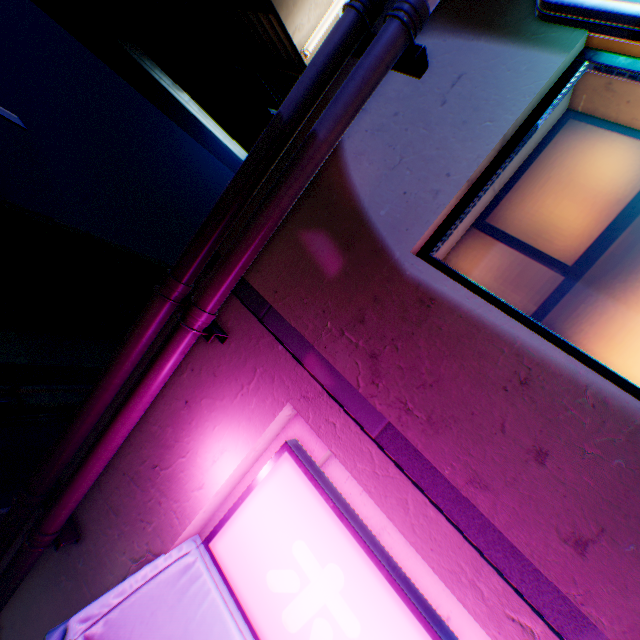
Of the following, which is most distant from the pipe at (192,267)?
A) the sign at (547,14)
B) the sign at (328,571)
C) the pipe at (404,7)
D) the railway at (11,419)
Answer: the railway at (11,419)

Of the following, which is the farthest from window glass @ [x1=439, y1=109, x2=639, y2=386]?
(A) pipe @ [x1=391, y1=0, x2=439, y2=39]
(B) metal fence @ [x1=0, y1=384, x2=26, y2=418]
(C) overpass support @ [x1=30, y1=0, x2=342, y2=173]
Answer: (C) overpass support @ [x1=30, y1=0, x2=342, y2=173]

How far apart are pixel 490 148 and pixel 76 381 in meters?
20.0

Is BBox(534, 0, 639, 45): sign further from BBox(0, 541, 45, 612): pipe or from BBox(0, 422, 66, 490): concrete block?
BBox(0, 422, 66, 490): concrete block

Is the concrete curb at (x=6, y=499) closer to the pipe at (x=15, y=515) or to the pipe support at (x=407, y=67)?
the pipe at (x=15, y=515)

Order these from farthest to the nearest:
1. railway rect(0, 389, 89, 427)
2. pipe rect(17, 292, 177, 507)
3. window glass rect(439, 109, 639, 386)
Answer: railway rect(0, 389, 89, 427)
pipe rect(17, 292, 177, 507)
window glass rect(439, 109, 639, 386)

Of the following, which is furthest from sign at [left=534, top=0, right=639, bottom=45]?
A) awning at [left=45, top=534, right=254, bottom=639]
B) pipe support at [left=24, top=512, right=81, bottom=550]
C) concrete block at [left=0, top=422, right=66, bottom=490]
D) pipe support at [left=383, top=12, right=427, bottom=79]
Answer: concrete block at [left=0, top=422, right=66, bottom=490]

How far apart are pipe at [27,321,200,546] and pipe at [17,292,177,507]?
0.1 meters
